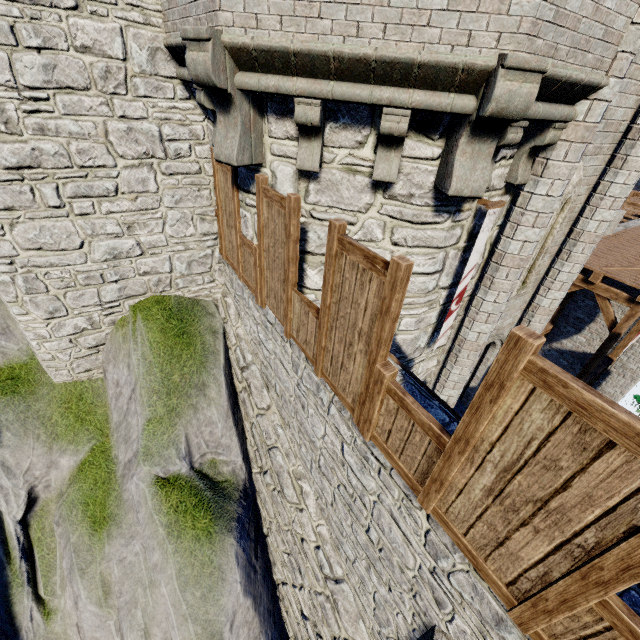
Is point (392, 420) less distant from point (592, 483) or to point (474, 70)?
point (592, 483)

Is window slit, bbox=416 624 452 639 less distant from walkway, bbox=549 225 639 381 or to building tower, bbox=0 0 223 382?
building tower, bbox=0 0 223 382

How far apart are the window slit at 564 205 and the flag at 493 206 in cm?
190

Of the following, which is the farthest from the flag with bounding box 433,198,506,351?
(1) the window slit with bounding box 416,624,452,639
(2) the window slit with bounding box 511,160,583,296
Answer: (1) the window slit with bounding box 416,624,452,639

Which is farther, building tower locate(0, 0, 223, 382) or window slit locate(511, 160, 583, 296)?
window slit locate(511, 160, 583, 296)

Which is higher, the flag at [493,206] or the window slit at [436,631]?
the flag at [493,206]

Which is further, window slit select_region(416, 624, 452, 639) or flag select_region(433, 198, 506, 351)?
flag select_region(433, 198, 506, 351)

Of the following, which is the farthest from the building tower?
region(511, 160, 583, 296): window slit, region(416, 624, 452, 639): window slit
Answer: region(416, 624, 452, 639): window slit
